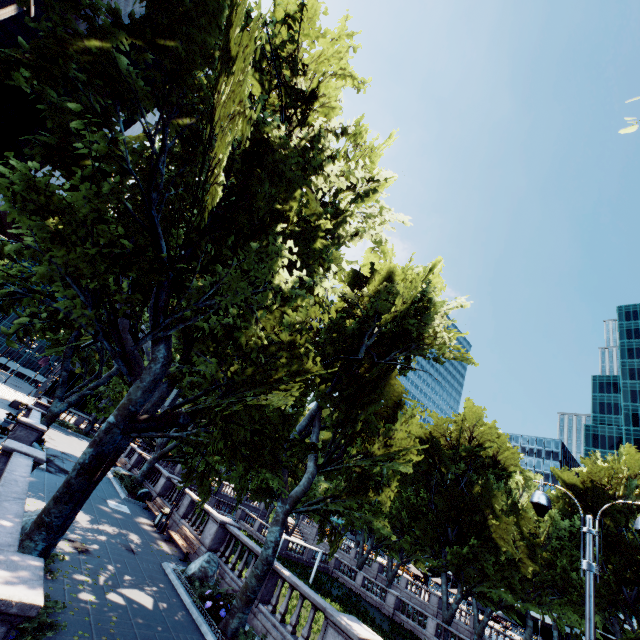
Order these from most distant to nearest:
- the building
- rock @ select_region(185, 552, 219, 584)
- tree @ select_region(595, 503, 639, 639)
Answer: the building, tree @ select_region(595, 503, 639, 639), rock @ select_region(185, 552, 219, 584)

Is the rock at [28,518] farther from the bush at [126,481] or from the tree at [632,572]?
the bush at [126,481]

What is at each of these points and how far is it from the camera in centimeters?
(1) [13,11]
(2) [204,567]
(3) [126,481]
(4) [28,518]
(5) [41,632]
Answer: (1) building, 4294cm
(2) rock, 1378cm
(3) bush, 2516cm
(4) rock, 1036cm
(5) bush, 655cm

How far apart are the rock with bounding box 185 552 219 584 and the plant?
1.51m

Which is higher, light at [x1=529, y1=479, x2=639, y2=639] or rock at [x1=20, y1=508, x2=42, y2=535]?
light at [x1=529, y1=479, x2=639, y2=639]

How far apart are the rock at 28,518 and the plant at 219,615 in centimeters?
573cm

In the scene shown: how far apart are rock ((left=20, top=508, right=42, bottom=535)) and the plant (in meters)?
5.73

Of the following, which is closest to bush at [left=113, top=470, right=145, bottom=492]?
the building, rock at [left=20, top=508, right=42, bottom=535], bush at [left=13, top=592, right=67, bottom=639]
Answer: rock at [left=20, top=508, right=42, bottom=535]
